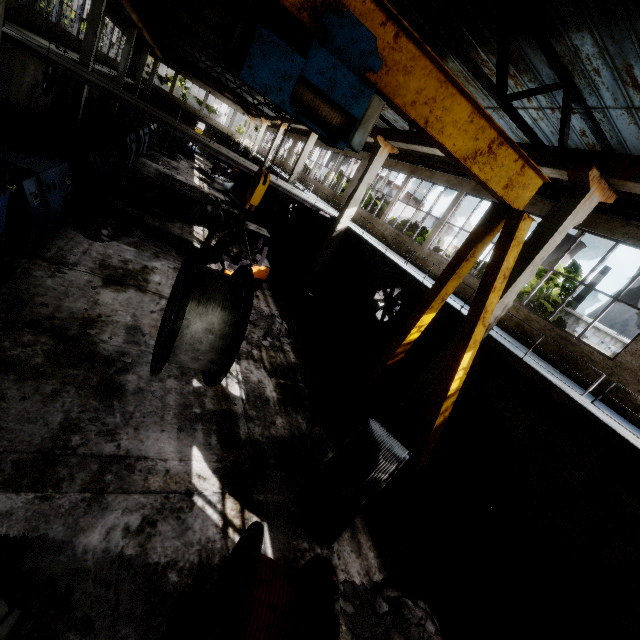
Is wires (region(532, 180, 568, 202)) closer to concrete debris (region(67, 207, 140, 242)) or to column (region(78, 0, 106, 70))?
concrete debris (region(67, 207, 140, 242))

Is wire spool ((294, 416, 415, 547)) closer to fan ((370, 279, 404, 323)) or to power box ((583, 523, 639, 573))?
power box ((583, 523, 639, 573))

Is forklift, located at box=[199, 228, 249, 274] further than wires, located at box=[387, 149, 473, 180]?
No

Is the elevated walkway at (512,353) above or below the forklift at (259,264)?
above

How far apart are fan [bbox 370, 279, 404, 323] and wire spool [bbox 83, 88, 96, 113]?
28.00m

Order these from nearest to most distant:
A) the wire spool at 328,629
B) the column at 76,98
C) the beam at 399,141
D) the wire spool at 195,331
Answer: the wire spool at 328,629, the wire spool at 195,331, the beam at 399,141, the column at 76,98

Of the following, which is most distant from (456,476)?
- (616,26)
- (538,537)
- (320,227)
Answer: (320,227)

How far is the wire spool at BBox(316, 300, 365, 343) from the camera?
13.5 meters
